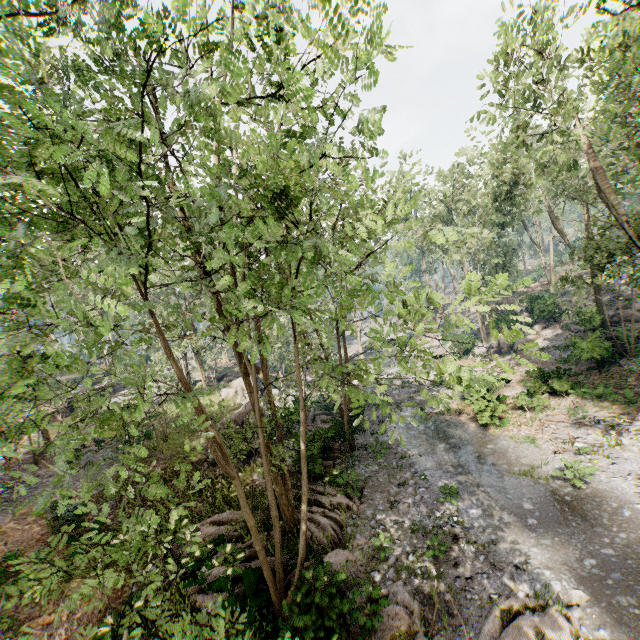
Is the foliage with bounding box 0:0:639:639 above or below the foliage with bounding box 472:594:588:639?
above

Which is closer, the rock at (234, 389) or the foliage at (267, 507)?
the foliage at (267, 507)

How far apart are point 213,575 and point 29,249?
11.3m

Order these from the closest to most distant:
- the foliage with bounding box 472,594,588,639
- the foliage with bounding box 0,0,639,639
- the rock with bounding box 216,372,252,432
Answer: the foliage with bounding box 0,0,639,639, the foliage with bounding box 472,594,588,639, the rock with bounding box 216,372,252,432

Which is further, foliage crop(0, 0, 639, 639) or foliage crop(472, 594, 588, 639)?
foliage crop(472, 594, 588, 639)

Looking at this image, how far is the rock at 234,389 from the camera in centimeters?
1856cm

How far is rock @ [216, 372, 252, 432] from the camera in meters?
18.6

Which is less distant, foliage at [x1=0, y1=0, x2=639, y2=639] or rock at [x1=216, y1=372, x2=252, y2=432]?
foliage at [x1=0, y1=0, x2=639, y2=639]
